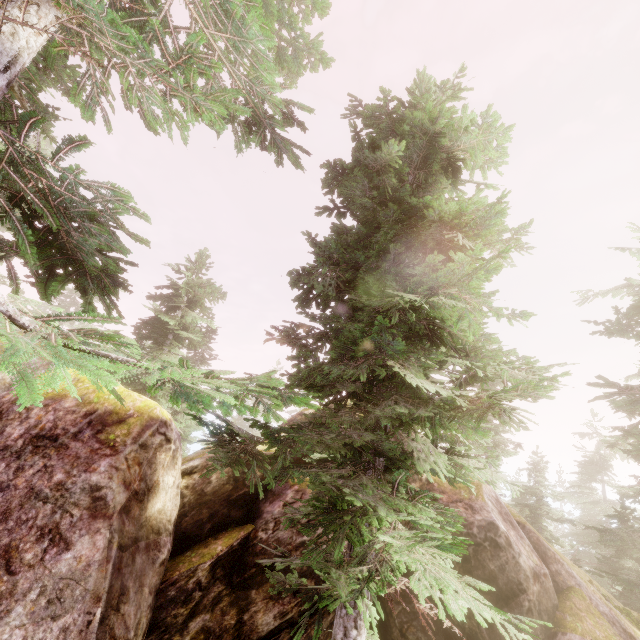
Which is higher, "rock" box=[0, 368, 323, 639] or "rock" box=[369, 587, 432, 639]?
"rock" box=[0, 368, 323, 639]

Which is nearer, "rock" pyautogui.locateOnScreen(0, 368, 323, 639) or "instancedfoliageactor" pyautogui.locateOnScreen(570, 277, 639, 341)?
"rock" pyautogui.locateOnScreen(0, 368, 323, 639)

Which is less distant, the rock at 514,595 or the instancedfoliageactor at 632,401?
the rock at 514,595

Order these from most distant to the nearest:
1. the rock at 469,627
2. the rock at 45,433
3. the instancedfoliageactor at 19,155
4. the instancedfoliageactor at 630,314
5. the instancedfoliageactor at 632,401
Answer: the instancedfoliageactor at 630,314
the instancedfoliageactor at 632,401
the rock at 469,627
the rock at 45,433
the instancedfoliageactor at 19,155

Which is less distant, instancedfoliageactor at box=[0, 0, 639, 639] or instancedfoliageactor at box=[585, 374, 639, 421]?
instancedfoliageactor at box=[0, 0, 639, 639]

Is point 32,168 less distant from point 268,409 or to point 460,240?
point 268,409

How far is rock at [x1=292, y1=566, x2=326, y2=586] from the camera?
8.1m
